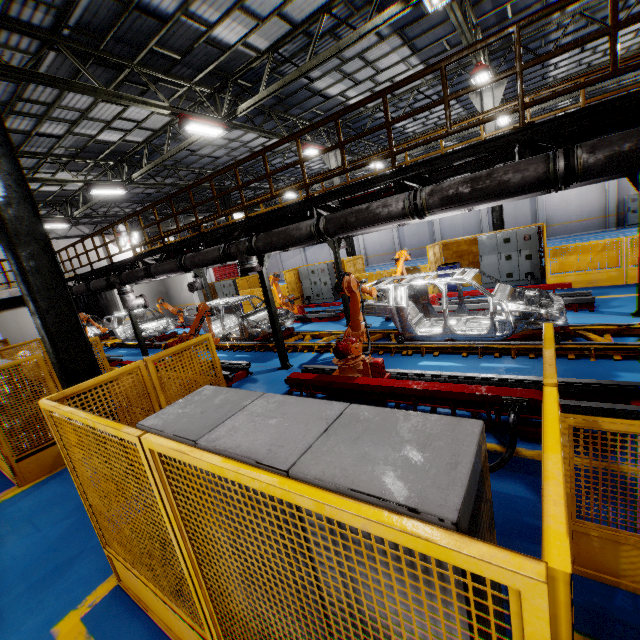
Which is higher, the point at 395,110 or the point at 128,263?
the point at 395,110

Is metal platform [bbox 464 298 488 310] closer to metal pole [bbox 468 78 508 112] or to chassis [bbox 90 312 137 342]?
chassis [bbox 90 312 137 342]

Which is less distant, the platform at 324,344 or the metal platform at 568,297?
the metal platform at 568,297

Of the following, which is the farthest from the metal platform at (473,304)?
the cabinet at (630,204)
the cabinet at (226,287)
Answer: the cabinet at (630,204)

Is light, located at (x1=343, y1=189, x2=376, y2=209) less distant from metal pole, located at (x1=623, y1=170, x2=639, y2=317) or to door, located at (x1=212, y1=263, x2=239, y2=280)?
Result: metal pole, located at (x1=623, y1=170, x2=639, y2=317)

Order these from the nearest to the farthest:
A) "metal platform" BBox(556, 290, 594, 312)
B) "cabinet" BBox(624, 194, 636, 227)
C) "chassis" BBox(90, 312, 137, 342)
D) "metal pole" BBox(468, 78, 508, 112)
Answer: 1. "metal platform" BBox(556, 290, 594, 312)
2. "metal pole" BBox(468, 78, 508, 112)
3. "chassis" BBox(90, 312, 137, 342)
4. "cabinet" BBox(624, 194, 636, 227)

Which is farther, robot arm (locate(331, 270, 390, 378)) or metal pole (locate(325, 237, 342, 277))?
metal pole (locate(325, 237, 342, 277))

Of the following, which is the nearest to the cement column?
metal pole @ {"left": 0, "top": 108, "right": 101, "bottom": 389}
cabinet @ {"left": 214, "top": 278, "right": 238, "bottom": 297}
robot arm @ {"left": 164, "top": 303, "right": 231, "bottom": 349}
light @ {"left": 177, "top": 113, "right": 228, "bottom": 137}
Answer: light @ {"left": 177, "top": 113, "right": 228, "bottom": 137}
